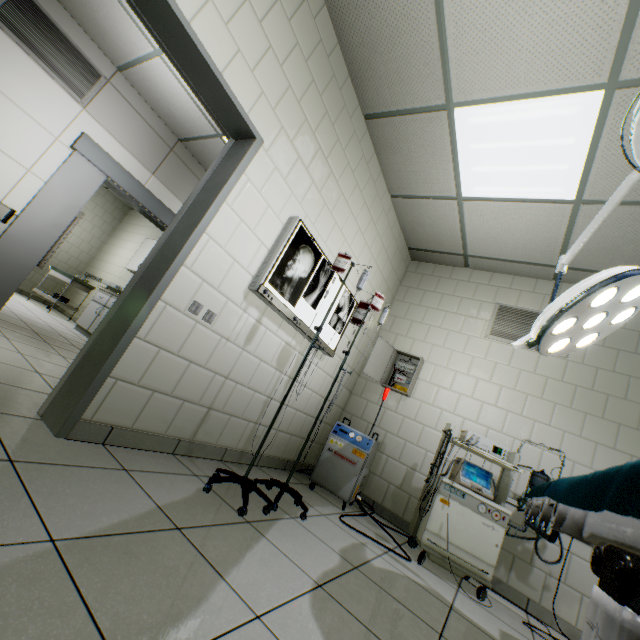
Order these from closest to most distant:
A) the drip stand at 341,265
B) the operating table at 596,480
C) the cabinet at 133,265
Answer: the operating table at 596,480 < the drip stand at 341,265 < the cabinet at 133,265

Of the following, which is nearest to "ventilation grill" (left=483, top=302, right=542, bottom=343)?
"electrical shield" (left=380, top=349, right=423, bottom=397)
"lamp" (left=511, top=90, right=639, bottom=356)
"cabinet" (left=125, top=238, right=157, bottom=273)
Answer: "electrical shield" (left=380, top=349, right=423, bottom=397)

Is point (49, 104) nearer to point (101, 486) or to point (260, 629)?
point (101, 486)

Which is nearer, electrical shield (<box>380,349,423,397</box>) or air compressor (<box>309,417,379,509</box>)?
air compressor (<box>309,417,379,509</box>)

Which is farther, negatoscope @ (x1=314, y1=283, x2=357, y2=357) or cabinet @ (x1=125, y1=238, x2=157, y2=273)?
cabinet @ (x1=125, y1=238, x2=157, y2=273)

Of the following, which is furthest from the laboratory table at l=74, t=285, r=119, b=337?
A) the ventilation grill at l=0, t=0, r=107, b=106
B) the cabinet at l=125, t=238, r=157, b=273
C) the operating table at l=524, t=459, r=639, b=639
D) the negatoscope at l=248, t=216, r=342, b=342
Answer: the operating table at l=524, t=459, r=639, b=639

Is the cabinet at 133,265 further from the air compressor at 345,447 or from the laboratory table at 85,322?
the air compressor at 345,447

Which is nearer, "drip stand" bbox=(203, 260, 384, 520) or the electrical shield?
"drip stand" bbox=(203, 260, 384, 520)
